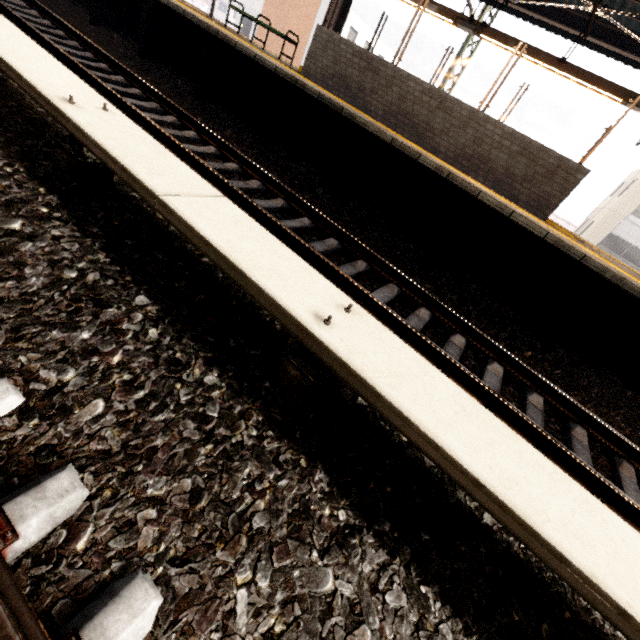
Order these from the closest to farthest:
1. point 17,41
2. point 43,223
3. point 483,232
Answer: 1. point 43,223
2. point 17,41
3. point 483,232

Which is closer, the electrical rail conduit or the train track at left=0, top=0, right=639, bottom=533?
the electrical rail conduit

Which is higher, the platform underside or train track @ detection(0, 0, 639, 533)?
the platform underside

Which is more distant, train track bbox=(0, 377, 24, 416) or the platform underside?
the platform underside

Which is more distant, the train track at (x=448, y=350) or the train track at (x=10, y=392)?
the train track at (x=448, y=350)

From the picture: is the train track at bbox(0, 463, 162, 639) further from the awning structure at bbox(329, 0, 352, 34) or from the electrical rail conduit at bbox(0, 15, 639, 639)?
the awning structure at bbox(329, 0, 352, 34)

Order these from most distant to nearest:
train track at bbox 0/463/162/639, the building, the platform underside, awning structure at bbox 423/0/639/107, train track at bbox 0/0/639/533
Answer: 1. the building
2. awning structure at bbox 423/0/639/107
3. the platform underside
4. train track at bbox 0/0/639/533
5. train track at bbox 0/463/162/639

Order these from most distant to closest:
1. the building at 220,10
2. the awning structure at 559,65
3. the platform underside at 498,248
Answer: the building at 220,10, the awning structure at 559,65, the platform underside at 498,248
